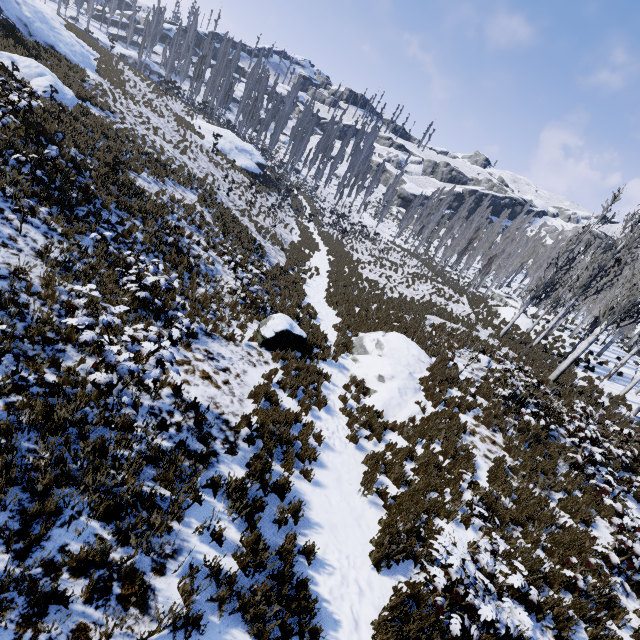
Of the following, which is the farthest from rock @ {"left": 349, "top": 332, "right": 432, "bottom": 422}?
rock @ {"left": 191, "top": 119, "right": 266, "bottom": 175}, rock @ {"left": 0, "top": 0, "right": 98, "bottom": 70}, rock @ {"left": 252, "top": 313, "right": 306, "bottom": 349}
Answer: rock @ {"left": 0, "top": 0, "right": 98, "bottom": 70}

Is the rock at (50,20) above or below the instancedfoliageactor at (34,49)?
above

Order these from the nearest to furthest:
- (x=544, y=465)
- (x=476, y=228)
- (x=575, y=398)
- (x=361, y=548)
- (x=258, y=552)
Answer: (x=258, y=552)
(x=361, y=548)
(x=544, y=465)
(x=575, y=398)
(x=476, y=228)

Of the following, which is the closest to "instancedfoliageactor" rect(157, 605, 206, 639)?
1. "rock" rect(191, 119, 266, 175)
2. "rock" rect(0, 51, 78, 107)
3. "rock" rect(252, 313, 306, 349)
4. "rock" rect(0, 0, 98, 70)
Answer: "rock" rect(191, 119, 266, 175)

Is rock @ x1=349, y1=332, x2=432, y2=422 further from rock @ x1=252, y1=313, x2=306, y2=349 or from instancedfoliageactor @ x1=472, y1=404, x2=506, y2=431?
instancedfoliageactor @ x1=472, y1=404, x2=506, y2=431

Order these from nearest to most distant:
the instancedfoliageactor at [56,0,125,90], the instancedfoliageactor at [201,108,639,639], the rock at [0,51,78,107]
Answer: the instancedfoliageactor at [201,108,639,639]
the rock at [0,51,78,107]
the instancedfoliageactor at [56,0,125,90]

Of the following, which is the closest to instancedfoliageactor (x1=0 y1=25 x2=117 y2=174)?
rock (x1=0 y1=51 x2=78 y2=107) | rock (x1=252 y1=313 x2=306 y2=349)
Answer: rock (x1=252 y1=313 x2=306 y2=349)

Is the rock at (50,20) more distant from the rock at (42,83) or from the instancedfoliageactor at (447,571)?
the instancedfoliageactor at (447,571)
